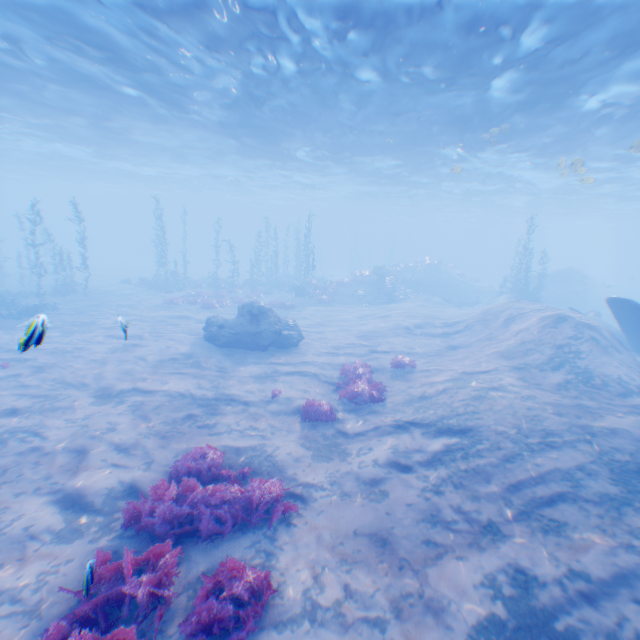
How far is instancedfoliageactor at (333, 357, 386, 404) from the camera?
11.34m

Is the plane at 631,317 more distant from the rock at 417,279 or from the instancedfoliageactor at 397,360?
the rock at 417,279

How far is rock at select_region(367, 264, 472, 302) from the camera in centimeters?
3322cm

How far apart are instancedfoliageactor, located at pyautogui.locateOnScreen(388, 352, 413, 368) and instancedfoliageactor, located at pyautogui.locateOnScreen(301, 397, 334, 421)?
4.1m

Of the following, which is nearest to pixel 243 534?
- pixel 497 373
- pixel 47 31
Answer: pixel 497 373

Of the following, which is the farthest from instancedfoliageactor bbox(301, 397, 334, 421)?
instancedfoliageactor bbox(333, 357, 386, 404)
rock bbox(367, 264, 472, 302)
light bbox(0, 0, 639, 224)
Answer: rock bbox(367, 264, 472, 302)

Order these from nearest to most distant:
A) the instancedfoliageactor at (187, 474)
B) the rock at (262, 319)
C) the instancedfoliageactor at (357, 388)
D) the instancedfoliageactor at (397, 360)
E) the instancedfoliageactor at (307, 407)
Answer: the instancedfoliageactor at (187, 474)
the instancedfoliageactor at (307, 407)
the instancedfoliageactor at (357, 388)
the instancedfoliageactor at (397, 360)
the rock at (262, 319)

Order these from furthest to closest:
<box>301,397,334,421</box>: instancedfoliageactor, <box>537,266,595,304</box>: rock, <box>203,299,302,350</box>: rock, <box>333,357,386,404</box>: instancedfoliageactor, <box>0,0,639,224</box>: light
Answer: <box>537,266,595,304</box>: rock
<box>203,299,302,350</box>: rock
<box>333,357,386,404</box>: instancedfoliageactor
<box>0,0,639,224</box>: light
<box>301,397,334,421</box>: instancedfoliageactor
